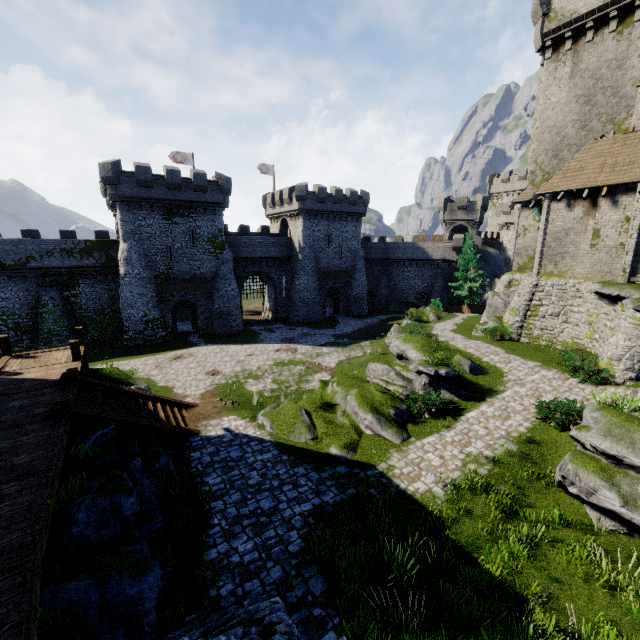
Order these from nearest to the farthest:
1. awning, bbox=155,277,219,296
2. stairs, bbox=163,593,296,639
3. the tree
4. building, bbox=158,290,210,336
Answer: stairs, bbox=163,593,296,639, awning, bbox=155,277,219,296, building, bbox=158,290,210,336, the tree

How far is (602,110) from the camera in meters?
21.3 m

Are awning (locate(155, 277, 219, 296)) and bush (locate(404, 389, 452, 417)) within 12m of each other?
no

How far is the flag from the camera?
39.12m

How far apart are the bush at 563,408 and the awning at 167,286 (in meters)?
30.21

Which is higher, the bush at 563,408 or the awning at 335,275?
the awning at 335,275

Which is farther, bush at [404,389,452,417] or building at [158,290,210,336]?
building at [158,290,210,336]

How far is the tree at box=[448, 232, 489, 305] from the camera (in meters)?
40.38
